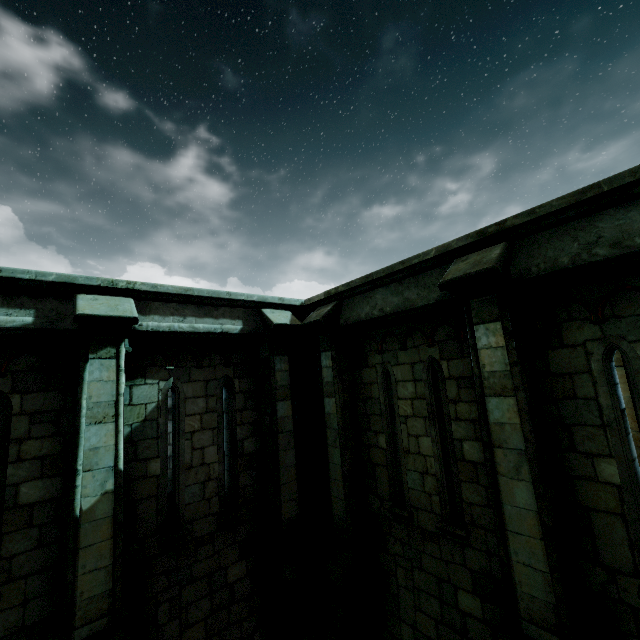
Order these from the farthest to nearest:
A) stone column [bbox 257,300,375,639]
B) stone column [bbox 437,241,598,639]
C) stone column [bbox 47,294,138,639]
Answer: stone column [bbox 257,300,375,639], stone column [bbox 47,294,138,639], stone column [bbox 437,241,598,639]

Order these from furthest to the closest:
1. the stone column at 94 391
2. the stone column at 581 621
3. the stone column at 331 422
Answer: the stone column at 331 422 < the stone column at 94 391 < the stone column at 581 621

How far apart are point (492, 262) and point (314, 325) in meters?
3.4

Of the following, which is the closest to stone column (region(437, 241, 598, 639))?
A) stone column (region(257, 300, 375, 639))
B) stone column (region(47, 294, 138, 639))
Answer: stone column (region(257, 300, 375, 639))

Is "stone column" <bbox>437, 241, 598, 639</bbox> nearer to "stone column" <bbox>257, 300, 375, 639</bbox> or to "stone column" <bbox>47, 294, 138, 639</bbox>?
"stone column" <bbox>257, 300, 375, 639</bbox>

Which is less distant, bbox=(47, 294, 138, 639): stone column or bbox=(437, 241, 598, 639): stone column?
bbox=(437, 241, 598, 639): stone column

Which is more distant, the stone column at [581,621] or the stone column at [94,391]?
the stone column at [94,391]

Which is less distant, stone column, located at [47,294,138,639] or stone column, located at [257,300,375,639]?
stone column, located at [47,294,138,639]
